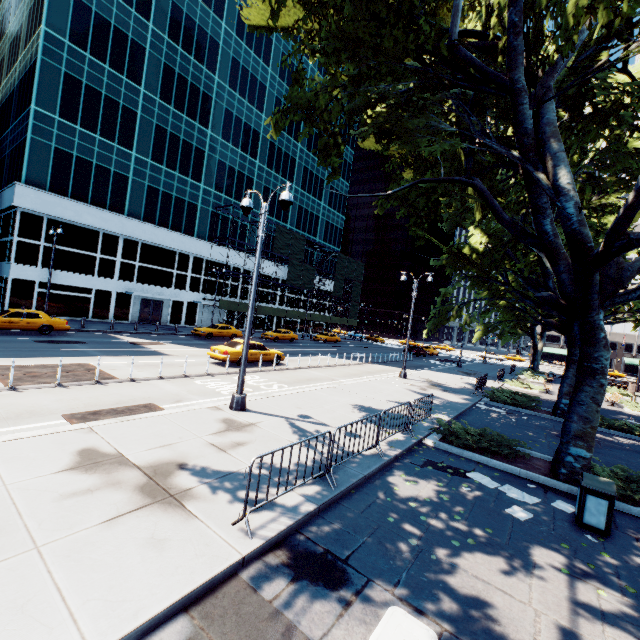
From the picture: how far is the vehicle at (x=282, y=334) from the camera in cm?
3762

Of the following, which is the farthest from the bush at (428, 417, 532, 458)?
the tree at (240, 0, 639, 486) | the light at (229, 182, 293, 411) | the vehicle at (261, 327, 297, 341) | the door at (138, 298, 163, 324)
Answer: the door at (138, 298, 163, 324)

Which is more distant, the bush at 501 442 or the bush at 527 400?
the bush at 527 400

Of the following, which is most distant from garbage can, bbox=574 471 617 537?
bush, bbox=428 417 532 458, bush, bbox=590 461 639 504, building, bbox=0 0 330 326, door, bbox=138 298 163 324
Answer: door, bbox=138 298 163 324

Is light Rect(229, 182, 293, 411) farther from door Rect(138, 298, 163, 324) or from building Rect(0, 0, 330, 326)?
door Rect(138, 298, 163, 324)

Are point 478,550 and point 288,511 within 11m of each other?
yes

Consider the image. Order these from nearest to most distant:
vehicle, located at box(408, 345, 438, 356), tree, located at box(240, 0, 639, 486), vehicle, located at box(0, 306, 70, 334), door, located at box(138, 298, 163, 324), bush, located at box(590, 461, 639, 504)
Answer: bush, located at box(590, 461, 639, 504)
tree, located at box(240, 0, 639, 486)
vehicle, located at box(0, 306, 70, 334)
door, located at box(138, 298, 163, 324)
vehicle, located at box(408, 345, 438, 356)

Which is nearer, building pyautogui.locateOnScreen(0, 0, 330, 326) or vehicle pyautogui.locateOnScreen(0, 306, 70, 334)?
vehicle pyautogui.locateOnScreen(0, 306, 70, 334)
